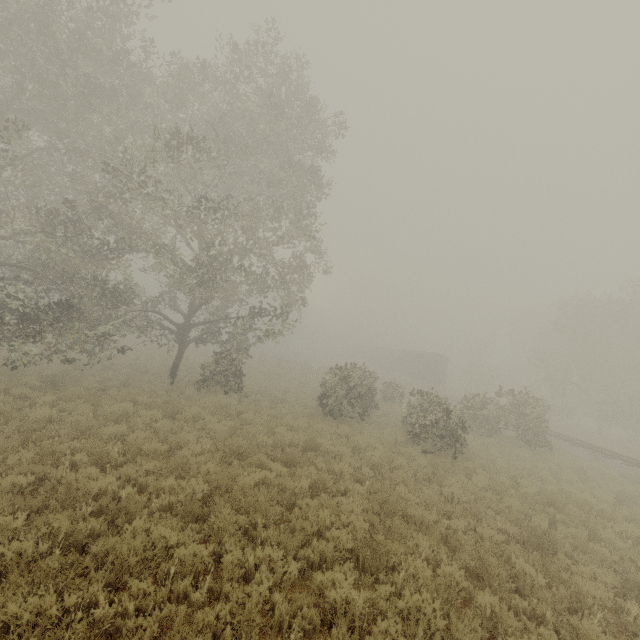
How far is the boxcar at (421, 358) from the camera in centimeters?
4106cm

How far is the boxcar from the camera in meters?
41.1 m

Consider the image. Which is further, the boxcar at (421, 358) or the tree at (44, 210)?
the boxcar at (421, 358)

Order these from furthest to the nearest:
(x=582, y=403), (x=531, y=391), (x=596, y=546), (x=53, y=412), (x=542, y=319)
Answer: (x=542, y=319) → (x=582, y=403) → (x=531, y=391) → (x=53, y=412) → (x=596, y=546)

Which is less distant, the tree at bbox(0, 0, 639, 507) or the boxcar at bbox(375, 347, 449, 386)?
the tree at bbox(0, 0, 639, 507)
